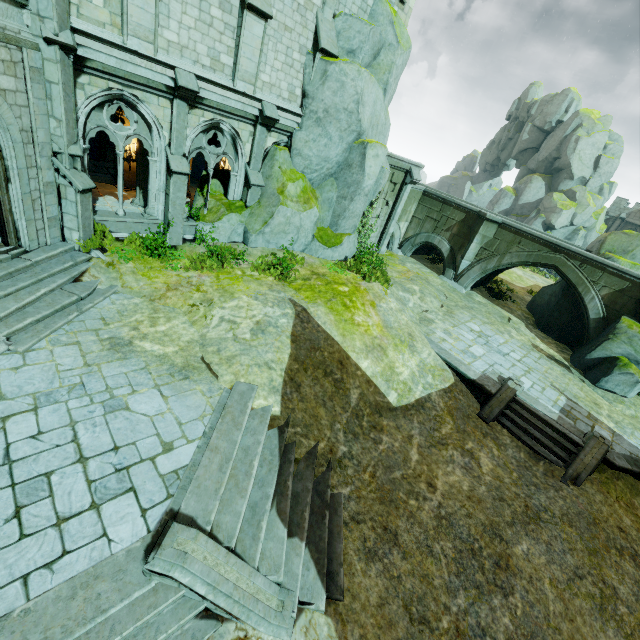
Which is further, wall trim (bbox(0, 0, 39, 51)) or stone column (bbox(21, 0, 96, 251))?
stone column (bbox(21, 0, 96, 251))

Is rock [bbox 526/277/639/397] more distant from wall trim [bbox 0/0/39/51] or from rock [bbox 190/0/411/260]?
wall trim [bbox 0/0/39/51]

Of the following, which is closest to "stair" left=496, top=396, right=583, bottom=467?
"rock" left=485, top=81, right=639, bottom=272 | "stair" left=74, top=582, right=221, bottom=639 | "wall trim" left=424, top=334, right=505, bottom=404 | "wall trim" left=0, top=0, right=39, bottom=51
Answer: "wall trim" left=424, top=334, right=505, bottom=404

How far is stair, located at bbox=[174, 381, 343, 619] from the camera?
5.6 meters

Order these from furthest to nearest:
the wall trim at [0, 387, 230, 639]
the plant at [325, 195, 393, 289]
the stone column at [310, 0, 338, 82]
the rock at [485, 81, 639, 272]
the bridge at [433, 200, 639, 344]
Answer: the rock at [485, 81, 639, 272] → the bridge at [433, 200, 639, 344] → the plant at [325, 195, 393, 289] → the stone column at [310, 0, 338, 82] → the wall trim at [0, 387, 230, 639]

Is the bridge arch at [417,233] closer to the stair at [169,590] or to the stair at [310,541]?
the stair at [310,541]

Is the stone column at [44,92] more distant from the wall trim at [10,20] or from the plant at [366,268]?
the plant at [366,268]

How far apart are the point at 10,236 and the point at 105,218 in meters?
2.9
